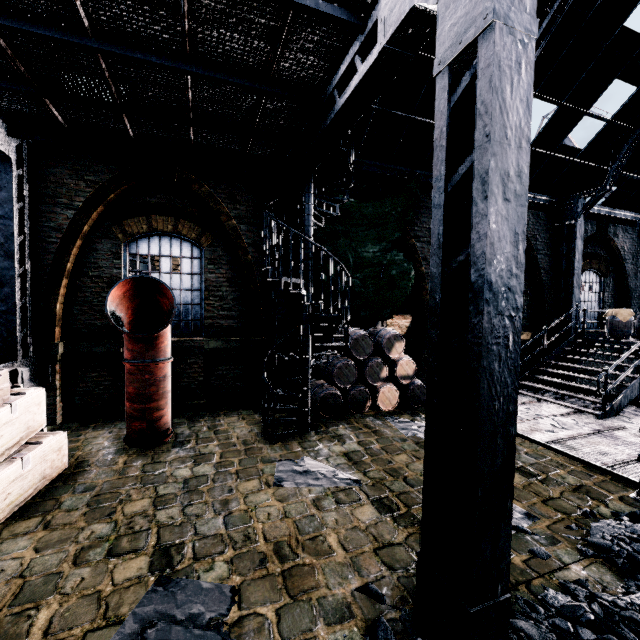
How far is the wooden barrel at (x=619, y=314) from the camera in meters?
12.6

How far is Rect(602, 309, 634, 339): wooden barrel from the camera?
12.6 meters

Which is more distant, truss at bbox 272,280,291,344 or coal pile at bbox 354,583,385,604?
truss at bbox 272,280,291,344

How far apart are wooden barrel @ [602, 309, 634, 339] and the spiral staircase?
12.1 meters

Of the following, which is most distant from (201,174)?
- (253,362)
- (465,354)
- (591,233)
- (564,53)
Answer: (591,233)

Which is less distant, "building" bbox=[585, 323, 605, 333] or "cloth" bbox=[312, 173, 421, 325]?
"cloth" bbox=[312, 173, 421, 325]

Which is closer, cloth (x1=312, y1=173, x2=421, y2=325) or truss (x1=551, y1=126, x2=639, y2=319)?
cloth (x1=312, y1=173, x2=421, y2=325)

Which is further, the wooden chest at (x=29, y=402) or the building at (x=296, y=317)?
the building at (x=296, y=317)
